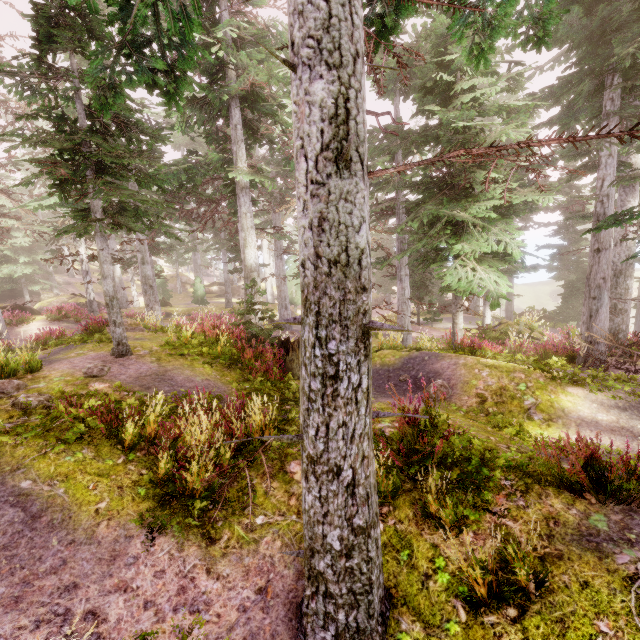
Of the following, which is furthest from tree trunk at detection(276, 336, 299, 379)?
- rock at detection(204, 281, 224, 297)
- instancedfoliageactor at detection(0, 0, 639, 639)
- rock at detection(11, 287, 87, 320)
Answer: rock at detection(204, 281, 224, 297)

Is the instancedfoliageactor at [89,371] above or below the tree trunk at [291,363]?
above

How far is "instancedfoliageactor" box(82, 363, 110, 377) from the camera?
7.6m

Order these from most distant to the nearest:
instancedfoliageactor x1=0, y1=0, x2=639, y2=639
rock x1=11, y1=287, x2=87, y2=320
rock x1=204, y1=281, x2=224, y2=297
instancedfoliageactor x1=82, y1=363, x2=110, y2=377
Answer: rock x1=204, y1=281, x2=224, y2=297, rock x1=11, y1=287, x2=87, y2=320, instancedfoliageactor x1=82, y1=363, x2=110, y2=377, instancedfoliageactor x1=0, y1=0, x2=639, y2=639

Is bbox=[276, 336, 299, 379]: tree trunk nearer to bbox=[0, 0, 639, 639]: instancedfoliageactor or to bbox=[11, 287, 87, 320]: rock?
bbox=[0, 0, 639, 639]: instancedfoliageactor

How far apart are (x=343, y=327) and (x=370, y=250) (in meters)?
0.75

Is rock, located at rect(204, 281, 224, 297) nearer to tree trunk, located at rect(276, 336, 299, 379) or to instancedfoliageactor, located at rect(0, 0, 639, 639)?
instancedfoliageactor, located at rect(0, 0, 639, 639)

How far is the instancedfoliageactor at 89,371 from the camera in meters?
7.6
